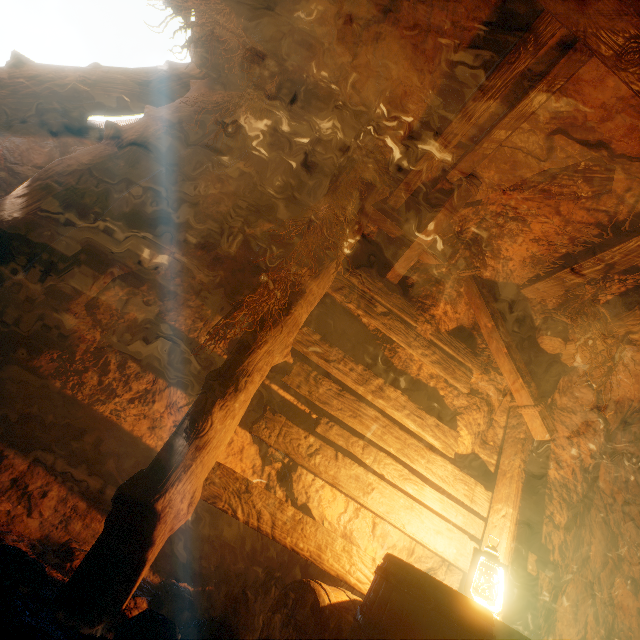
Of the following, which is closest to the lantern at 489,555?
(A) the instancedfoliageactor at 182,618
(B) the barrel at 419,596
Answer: (B) the barrel at 419,596

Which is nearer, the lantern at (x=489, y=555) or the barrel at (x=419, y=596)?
the barrel at (x=419, y=596)

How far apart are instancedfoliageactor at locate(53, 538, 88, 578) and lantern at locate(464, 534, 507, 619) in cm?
150

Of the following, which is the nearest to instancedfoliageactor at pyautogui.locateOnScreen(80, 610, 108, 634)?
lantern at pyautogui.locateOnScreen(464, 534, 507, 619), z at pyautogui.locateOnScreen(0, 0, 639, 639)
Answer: z at pyautogui.locateOnScreen(0, 0, 639, 639)

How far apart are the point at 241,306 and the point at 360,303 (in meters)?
1.25

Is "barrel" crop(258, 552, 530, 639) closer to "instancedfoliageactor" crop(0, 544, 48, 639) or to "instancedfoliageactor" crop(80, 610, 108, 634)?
"instancedfoliageactor" crop(80, 610, 108, 634)

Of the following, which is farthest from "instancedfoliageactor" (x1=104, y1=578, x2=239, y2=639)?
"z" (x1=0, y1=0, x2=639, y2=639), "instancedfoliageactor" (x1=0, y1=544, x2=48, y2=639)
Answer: "instancedfoliageactor" (x1=0, y1=544, x2=48, y2=639)
